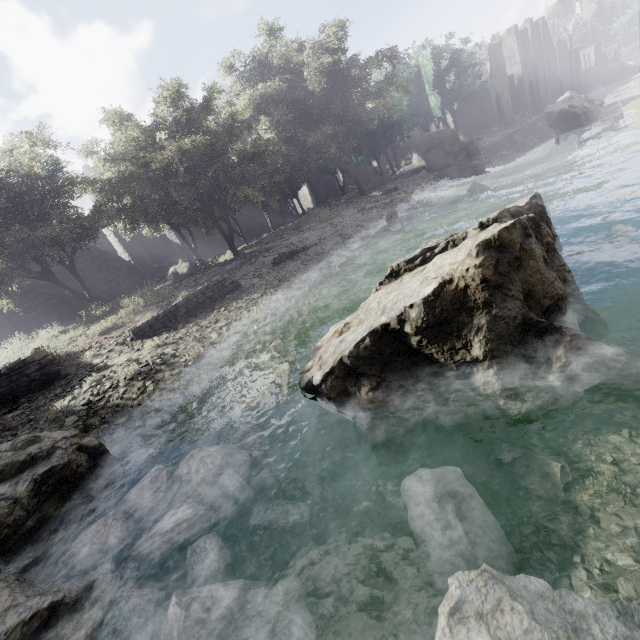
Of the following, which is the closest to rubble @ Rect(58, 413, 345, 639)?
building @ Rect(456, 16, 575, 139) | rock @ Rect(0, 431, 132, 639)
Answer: rock @ Rect(0, 431, 132, 639)

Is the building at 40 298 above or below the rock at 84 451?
above

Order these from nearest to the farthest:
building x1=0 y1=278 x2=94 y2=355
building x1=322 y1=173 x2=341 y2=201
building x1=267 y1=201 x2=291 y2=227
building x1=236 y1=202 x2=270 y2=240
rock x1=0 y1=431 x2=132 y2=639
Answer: rock x1=0 y1=431 x2=132 y2=639
building x1=0 y1=278 x2=94 y2=355
building x1=236 y1=202 x2=270 y2=240
building x1=267 y1=201 x2=291 y2=227
building x1=322 y1=173 x2=341 y2=201

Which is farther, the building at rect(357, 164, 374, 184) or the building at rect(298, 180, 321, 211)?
the building at rect(357, 164, 374, 184)

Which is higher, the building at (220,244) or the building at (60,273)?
the building at (60,273)

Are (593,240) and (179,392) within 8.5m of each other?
no

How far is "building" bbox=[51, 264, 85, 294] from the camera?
21.8 meters

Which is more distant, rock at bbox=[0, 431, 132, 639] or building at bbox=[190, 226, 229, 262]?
building at bbox=[190, 226, 229, 262]
